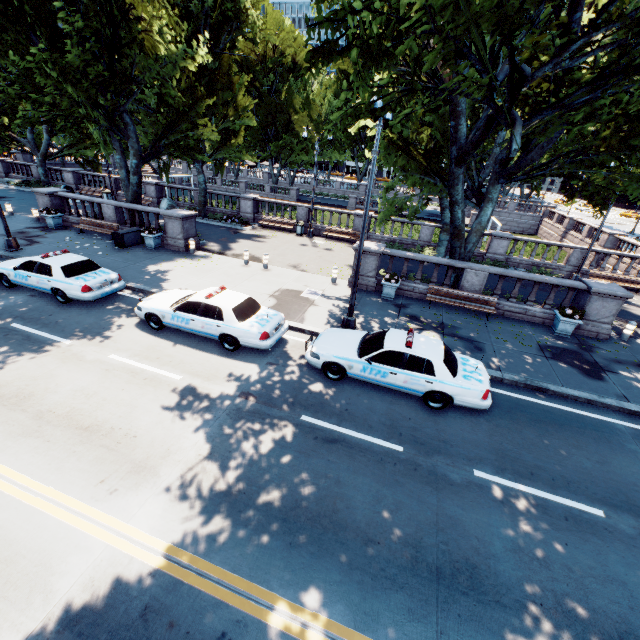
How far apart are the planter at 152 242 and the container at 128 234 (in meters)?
0.66

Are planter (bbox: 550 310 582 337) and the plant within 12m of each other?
yes

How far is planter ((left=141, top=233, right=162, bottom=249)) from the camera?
18.14m

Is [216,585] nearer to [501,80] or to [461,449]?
[461,449]

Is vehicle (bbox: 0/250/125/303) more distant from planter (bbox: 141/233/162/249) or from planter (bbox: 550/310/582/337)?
planter (bbox: 550/310/582/337)

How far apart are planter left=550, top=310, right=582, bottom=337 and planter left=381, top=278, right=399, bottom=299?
6.6 meters

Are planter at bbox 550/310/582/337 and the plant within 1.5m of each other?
yes

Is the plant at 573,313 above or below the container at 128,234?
above
